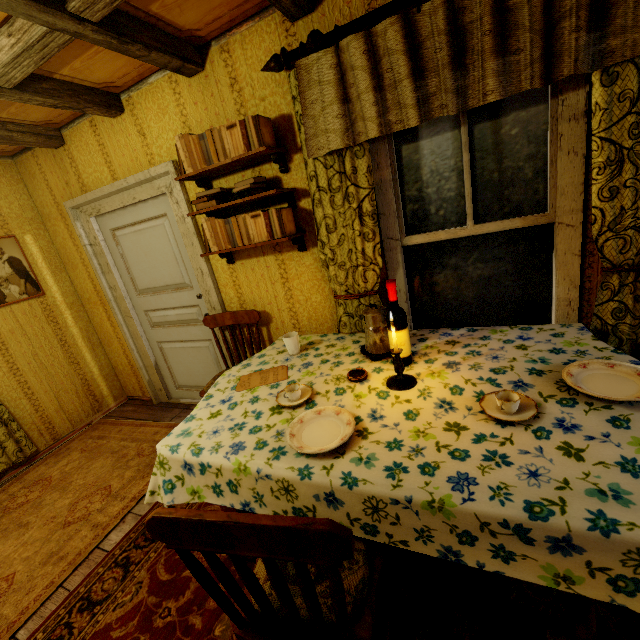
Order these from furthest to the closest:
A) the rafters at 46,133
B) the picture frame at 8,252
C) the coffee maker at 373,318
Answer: the picture frame at 8,252
the rafters at 46,133
the coffee maker at 373,318

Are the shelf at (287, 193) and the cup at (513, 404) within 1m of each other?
no

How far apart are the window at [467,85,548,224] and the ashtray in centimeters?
104cm

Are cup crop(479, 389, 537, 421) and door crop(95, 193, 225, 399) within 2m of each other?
no

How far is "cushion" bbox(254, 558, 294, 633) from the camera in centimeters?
99cm

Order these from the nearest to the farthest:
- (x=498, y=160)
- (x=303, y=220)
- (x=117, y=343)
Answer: (x=498, y=160) < (x=303, y=220) < (x=117, y=343)

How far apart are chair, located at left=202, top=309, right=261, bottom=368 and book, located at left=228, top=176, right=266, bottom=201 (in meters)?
0.85

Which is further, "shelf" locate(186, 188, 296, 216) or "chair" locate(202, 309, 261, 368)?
"chair" locate(202, 309, 261, 368)
